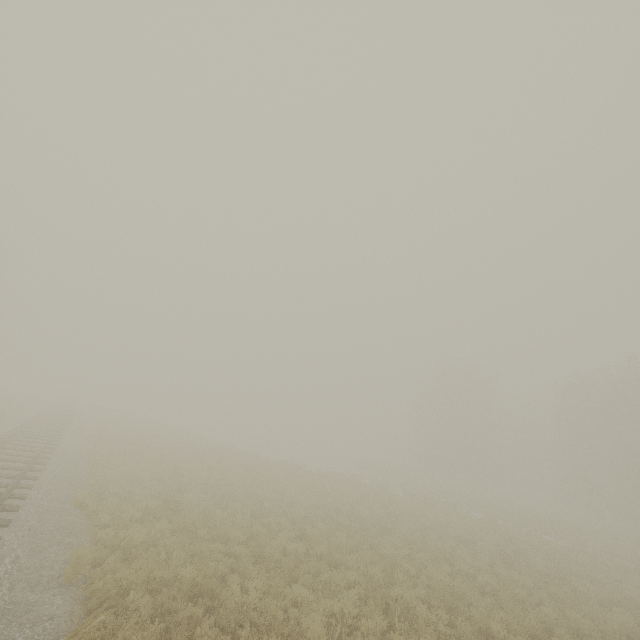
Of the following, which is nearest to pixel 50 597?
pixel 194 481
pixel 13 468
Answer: pixel 13 468
